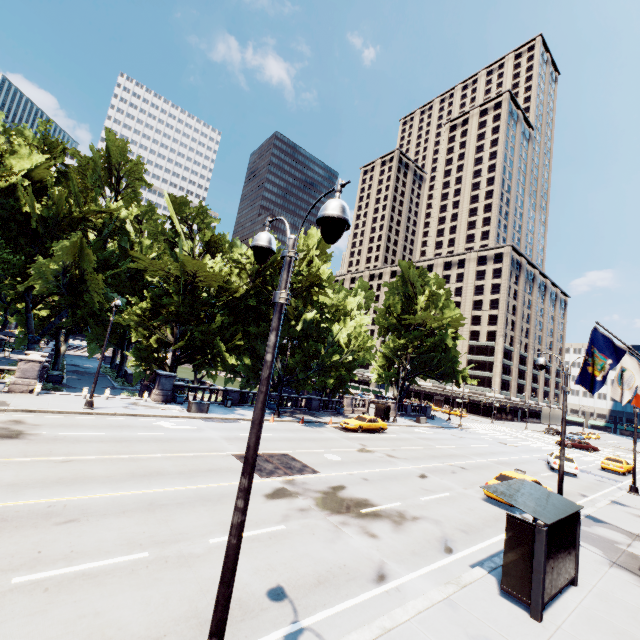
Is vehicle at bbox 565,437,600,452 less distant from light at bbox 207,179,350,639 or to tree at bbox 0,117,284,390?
tree at bbox 0,117,284,390

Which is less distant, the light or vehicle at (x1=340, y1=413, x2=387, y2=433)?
the light

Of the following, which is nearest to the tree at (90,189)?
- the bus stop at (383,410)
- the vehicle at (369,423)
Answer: the bus stop at (383,410)

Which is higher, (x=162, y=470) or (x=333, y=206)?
(x=333, y=206)

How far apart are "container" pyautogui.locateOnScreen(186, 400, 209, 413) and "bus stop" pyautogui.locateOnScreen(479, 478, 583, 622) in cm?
2157

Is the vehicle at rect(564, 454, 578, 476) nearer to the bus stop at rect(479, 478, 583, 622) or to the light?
the bus stop at rect(479, 478, 583, 622)

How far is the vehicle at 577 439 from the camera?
45.56m

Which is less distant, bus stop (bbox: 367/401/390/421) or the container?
the container
